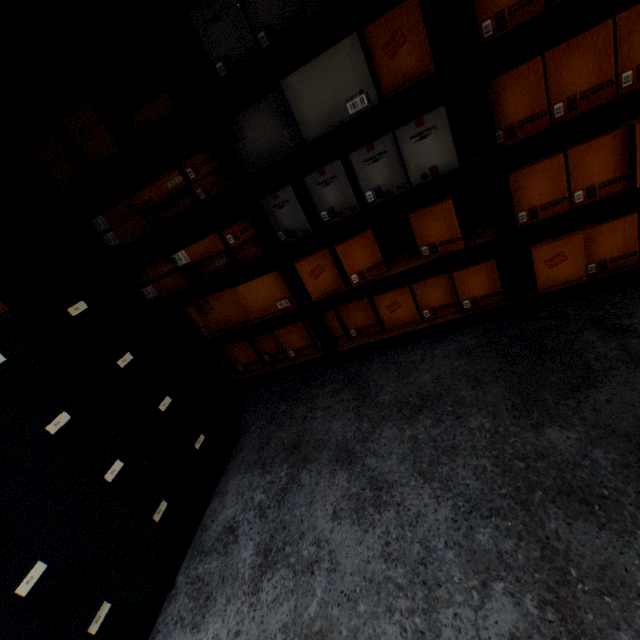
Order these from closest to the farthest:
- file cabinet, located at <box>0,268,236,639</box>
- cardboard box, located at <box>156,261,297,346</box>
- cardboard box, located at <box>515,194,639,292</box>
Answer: file cabinet, located at <box>0,268,236,639</box> → cardboard box, located at <box>515,194,639,292</box> → cardboard box, located at <box>156,261,297,346</box>

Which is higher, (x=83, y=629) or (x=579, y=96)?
(x=579, y=96)

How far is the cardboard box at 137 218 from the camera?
1.8 meters

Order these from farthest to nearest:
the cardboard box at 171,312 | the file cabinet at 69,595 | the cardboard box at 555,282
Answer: the cardboard box at 171,312 < the cardboard box at 555,282 < the file cabinet at 69,595

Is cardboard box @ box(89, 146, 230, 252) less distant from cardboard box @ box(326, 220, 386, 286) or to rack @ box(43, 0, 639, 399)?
rack @ box(43, 0, 639, 399)

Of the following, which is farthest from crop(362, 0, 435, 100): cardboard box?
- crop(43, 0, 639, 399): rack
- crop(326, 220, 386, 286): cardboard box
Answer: crop(326, 220, 386, 286): cardboard box

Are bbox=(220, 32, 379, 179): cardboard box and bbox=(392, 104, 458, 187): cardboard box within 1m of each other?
yes

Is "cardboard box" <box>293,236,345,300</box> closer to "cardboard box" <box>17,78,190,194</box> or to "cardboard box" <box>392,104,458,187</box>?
"cardboard box" <box>392,104,458,187</box>
